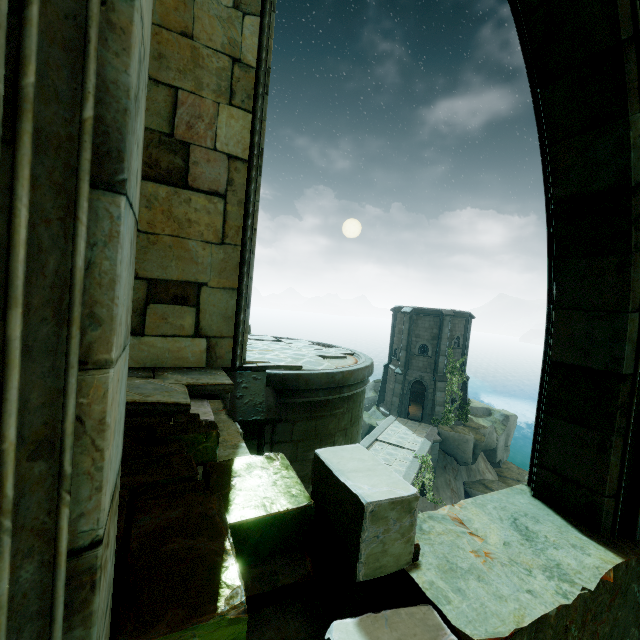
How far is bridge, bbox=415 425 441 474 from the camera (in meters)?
21.67

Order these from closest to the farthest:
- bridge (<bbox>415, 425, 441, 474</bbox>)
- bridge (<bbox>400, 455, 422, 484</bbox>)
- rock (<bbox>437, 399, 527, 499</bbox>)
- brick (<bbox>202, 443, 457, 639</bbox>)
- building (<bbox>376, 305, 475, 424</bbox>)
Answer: brick (<bbox>202, 443, 457, 639</bbox>)
bridge (<bbox>400, 455, 422, 484</bbox>)
bridge (<bbox>415, 425, 441, 474</bbox>)
rock (<bbox>437, 399, 527, 499</bbox>)
building (<bbox>376, 305, 475, 424</bbox>)

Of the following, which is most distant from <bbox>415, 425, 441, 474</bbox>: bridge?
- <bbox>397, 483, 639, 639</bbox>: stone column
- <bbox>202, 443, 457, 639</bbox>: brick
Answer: <bbox>202, 443, 457, 639</bbox>: brick

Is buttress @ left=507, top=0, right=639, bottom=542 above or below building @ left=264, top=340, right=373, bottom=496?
above

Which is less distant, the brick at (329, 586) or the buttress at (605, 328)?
the brick at (329, 586)

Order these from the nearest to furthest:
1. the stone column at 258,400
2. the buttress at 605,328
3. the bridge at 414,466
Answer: the buttress at 605,328
the stone column at 258,400
the bridge at 414,466

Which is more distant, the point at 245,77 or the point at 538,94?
the point at 245,77

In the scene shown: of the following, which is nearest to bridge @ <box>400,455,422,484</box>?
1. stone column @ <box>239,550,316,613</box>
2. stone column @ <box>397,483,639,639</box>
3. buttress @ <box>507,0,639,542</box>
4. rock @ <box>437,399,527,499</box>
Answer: rock @ <box>437,399,527,499</box>
